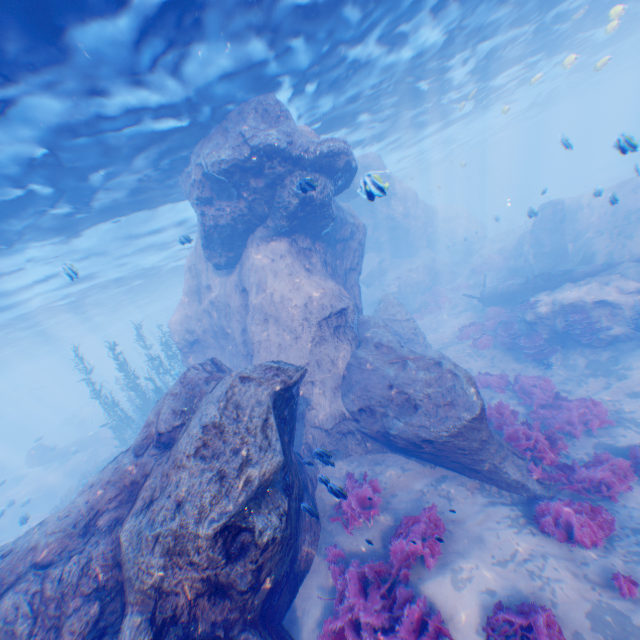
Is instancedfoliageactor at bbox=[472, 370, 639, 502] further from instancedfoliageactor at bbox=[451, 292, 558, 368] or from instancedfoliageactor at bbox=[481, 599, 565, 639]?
instancedfoliageactor at bbox=[481, 599, 565, 639]

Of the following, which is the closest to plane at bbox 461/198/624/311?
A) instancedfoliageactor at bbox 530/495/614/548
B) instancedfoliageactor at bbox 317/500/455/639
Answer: instancedfoliageactor at bbox 530/495/614/548

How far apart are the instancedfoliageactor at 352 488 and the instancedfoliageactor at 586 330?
→ 10.9m

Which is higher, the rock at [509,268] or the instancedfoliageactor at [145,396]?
the instancedfoliageactor at [145,396]

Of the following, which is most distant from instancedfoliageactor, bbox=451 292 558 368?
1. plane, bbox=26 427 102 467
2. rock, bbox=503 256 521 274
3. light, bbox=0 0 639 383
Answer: plane, bbox=26 427 102 467

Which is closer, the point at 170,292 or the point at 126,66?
the point at 126,66

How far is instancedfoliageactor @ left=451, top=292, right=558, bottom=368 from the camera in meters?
14.3

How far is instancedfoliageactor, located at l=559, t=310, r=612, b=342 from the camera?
12.81m
